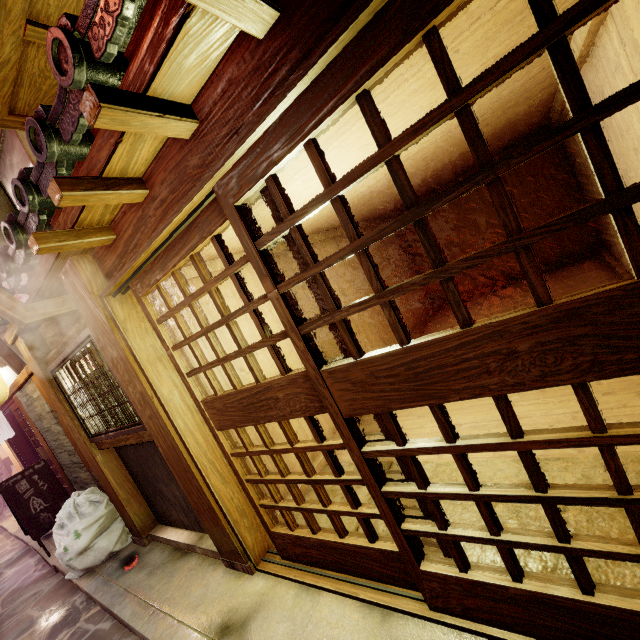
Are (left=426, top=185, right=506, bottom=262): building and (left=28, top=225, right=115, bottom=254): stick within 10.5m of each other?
no

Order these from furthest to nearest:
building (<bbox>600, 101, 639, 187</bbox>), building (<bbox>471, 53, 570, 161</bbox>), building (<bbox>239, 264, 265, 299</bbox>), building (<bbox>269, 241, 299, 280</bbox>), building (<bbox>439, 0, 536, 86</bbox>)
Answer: building (<bbox>269, 241, 299, 280</bbox>), building (<bbox>239, 264, 265, 299</bbox>), building (<bbox>471, 53, 570, 161</bbox>), building (<bbox>600, 101, 639, 187</bbox>), building (<bbox>439, 0, 536, 86</bbox>)

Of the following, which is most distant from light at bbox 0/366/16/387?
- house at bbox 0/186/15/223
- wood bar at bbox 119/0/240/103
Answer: wood bar at bbox 119/0/240/103

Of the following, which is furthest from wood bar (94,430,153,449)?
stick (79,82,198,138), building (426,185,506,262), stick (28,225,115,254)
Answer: building (426,185,506,262)

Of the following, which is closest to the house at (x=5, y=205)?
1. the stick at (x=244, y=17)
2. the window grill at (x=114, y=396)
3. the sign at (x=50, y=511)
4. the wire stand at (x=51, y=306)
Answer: the window grill at (x=114, y=396)

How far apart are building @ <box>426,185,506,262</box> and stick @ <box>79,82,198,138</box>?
14.0m

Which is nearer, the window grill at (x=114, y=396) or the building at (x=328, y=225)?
the window grill at (x=114, y=396)

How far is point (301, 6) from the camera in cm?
225
